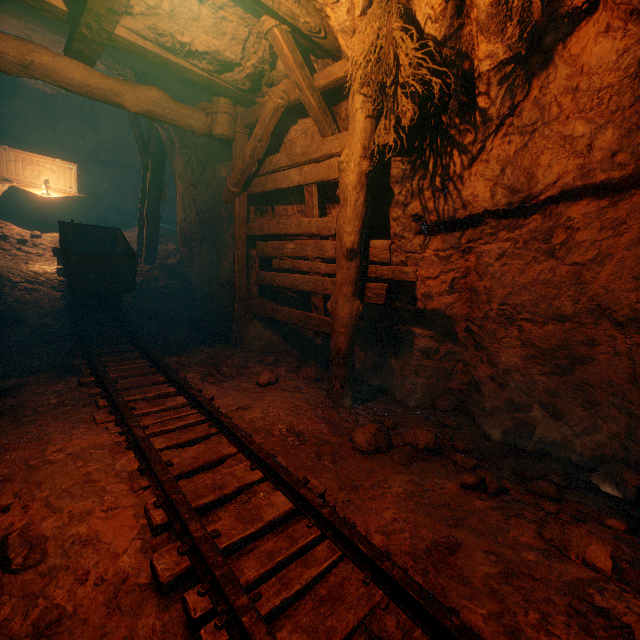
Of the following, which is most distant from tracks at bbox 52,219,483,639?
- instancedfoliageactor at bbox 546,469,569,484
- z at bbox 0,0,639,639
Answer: instancedfoliageactor at bbox 546,469,569,484

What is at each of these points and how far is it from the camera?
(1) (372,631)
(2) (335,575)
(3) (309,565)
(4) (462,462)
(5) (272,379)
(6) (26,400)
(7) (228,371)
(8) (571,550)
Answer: (1) z, 1.58m
(2) z, 1.83m
(3) tracks, 1.82m
(4) instancedfoliageactor, 2.96m
(5) instancedfoliageactor, 4.21m
(6) z, 3.66m
(7) instancedfoliageactor, 4.88m
(8) instancedfoliageactor, 1.86m

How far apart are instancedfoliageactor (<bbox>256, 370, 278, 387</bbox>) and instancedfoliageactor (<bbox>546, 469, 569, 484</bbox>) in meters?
3.0 m

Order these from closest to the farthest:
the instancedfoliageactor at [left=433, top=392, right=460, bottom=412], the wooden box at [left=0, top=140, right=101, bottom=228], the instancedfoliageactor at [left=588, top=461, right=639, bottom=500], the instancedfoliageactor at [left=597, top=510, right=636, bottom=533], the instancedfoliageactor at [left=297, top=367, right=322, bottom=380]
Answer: the instancedfoliageactor at [left=597, top=510, right=636, bottom=533], the instancedfoliageactor at [left=588, top=461, right=639, bottom=500], the instancedfoliageactor at [left=433, top=392, right=460, bottom=412], the instancedfoliageactor at [left=297, top=367, right=322, bottom=380], the wooden box at [left=0, top=140, right=101, bottom=228]

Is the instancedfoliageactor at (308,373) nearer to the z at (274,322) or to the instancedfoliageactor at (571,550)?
the z at (274,322)

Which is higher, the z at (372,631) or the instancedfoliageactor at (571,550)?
the instancedfoliageactor at (571,550)

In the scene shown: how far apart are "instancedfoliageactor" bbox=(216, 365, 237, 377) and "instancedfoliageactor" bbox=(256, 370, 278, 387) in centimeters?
62cm

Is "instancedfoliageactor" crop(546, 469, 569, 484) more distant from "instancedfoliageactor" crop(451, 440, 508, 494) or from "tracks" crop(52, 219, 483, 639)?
"tracks" crop(52, 219, 483, 639)
